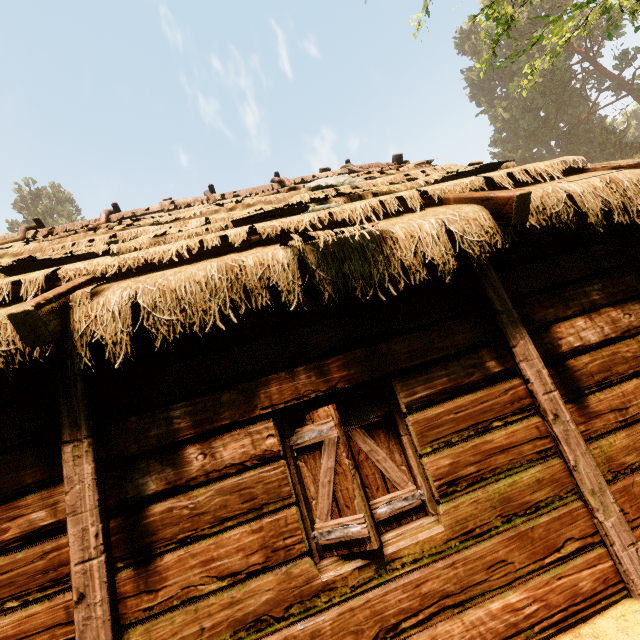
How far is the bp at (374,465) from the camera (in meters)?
2.57

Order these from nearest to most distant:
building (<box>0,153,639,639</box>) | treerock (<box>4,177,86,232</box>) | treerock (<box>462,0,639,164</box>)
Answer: building (<box>0,153,639,639</box>) < treerock (<box>462,0,639,164</box>) < treerock (<box>4,177,86,232</box>)

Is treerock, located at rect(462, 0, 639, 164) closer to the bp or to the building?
the building

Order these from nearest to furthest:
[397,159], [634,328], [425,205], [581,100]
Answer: [634,328], [425,205], [397,159], [581,100]

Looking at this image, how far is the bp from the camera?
2.6m

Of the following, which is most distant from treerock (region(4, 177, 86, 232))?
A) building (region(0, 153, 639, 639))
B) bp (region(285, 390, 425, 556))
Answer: bp (region(285, 390, 425, 556))

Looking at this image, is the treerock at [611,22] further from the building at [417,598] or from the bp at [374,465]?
the bp at [374,465]
